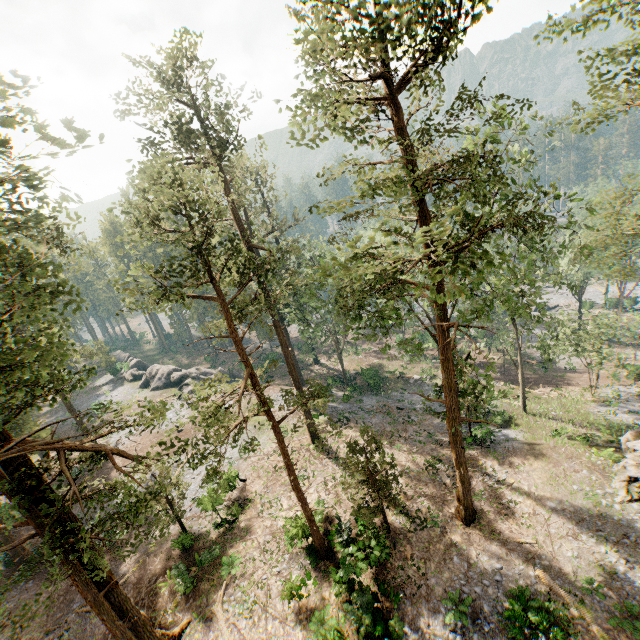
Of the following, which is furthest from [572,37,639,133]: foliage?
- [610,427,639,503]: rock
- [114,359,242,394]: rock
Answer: [114,359,242,394]: rock

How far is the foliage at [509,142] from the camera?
14.0 meters

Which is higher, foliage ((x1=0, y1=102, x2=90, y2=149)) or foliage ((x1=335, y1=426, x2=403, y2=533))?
foliage ((x1=0, y1=102, x2=90, y2=149))

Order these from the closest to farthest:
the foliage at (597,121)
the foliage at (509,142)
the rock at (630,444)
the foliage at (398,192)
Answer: the foliage at (398,192) → the foliage at (509,142) → the foliage at (597,121) → the rock at (630,444)

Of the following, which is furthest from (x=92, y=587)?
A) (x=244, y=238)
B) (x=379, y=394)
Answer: (x=379, y=394)

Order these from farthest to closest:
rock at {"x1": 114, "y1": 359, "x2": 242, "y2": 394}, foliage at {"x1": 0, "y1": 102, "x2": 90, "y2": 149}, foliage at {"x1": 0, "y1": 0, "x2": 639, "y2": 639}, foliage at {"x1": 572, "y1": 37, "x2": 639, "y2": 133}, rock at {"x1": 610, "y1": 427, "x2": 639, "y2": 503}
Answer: rock at {"x1": 114, "y1": 359, "x2": 242, "y2": 394}, rock at {"x1": 610, "y1": 427, "x2": 639, "y2": 503}, foliage at {"x1": 572, "y1": 37, "x2": 639, "y2": 133}, foliage at {"x1": 0, "y1": 0, "x2": 639, "y2": 639}, foliage at {"x1": 0, "y1": 102, "x2": 90, "y2": 149}
